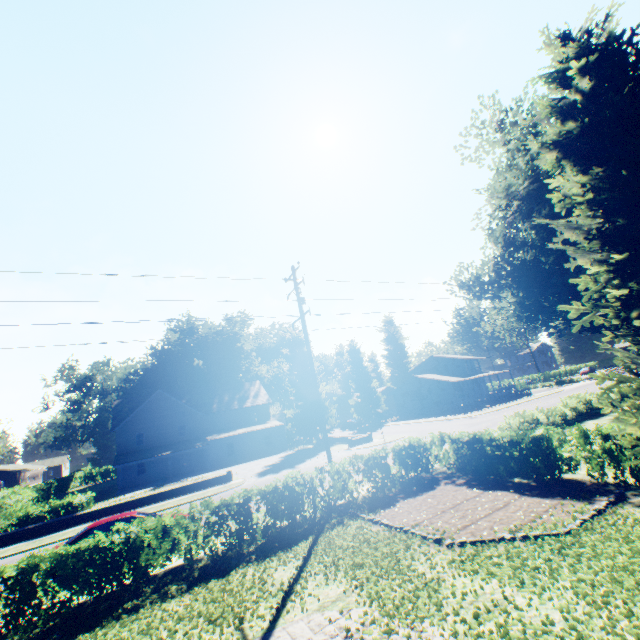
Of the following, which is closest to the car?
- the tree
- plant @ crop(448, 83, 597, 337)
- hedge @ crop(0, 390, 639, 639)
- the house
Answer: hedge @ crop(0, 390, 639, 639)

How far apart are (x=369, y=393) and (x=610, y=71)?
54.6 meters

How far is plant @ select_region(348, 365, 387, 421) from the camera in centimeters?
5728cm

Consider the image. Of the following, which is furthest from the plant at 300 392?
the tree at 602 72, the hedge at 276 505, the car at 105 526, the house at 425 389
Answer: the car at 105 526

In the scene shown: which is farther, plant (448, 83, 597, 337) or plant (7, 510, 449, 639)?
plant (448, 83, 597, 337)

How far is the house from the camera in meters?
51.7 m

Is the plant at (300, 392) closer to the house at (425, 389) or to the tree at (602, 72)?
the house at (425, 389)
